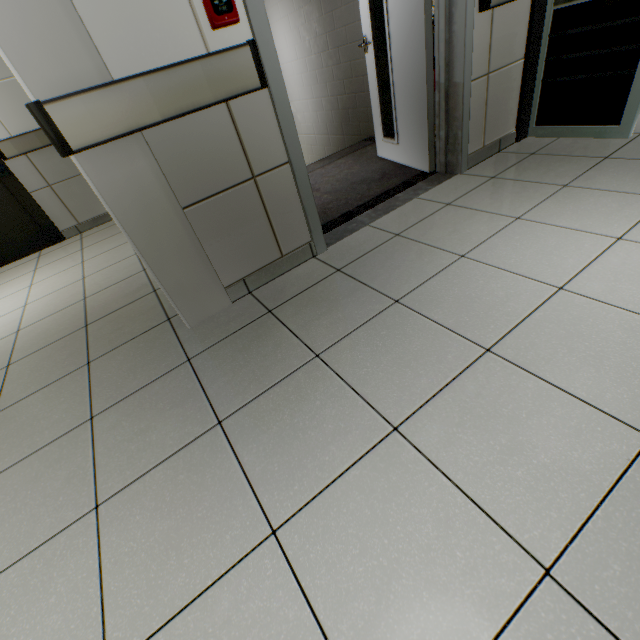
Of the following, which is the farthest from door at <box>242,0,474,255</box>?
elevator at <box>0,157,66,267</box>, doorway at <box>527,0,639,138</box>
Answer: elevator at <box>0,157,66,267</box>

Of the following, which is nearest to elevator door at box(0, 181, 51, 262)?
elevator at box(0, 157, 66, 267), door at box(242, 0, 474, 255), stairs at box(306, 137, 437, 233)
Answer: elevator at box(0, 157, 66, 267)

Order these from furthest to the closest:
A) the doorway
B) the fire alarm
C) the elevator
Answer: the elevator → the doorway → the fire alarm

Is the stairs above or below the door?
below

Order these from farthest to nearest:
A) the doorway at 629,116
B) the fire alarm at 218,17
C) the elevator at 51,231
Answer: the elevator at 51,231
the doorway at 629,116
the fire alarm at 218,17

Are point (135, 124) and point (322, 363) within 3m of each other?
yes

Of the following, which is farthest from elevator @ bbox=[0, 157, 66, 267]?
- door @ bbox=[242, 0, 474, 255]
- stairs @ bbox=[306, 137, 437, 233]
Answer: door @ bbox=[242, 0, 474, 255]

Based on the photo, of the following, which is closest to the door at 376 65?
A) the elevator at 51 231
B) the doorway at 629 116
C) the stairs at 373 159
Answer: the stairs at 373 159
